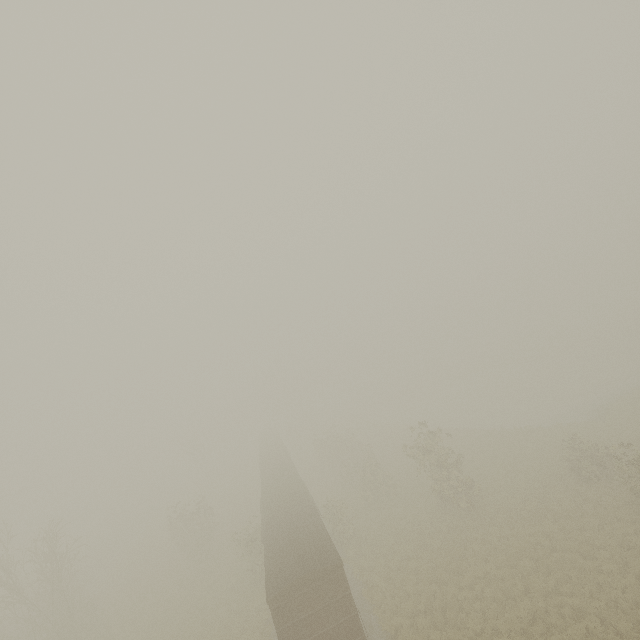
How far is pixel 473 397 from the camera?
58.47m
